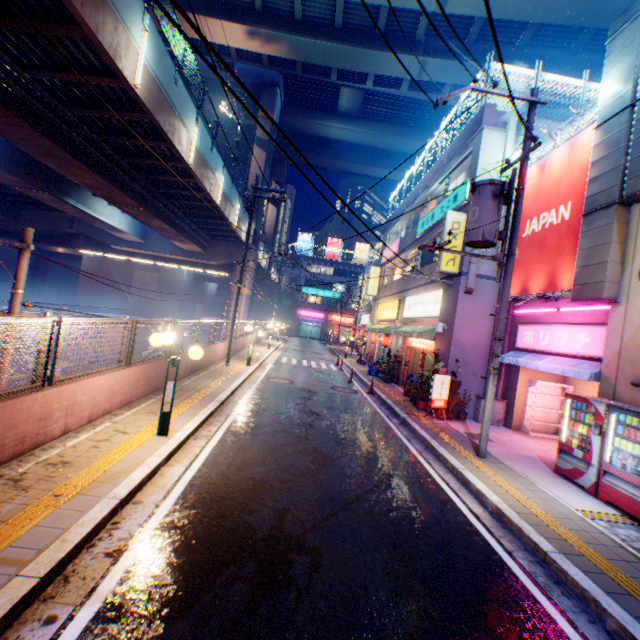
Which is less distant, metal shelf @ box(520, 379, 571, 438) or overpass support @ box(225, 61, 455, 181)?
metal shelf @ box(520, 379, 571, 438)

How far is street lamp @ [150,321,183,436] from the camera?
6.5 meters

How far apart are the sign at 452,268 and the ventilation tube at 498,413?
4.9 meters

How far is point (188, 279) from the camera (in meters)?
41.03

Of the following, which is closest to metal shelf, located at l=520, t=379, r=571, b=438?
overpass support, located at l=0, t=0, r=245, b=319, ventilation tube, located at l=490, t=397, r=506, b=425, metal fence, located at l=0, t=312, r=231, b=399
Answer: ventilation tube, located at l=490, t=397, r=506, b=425

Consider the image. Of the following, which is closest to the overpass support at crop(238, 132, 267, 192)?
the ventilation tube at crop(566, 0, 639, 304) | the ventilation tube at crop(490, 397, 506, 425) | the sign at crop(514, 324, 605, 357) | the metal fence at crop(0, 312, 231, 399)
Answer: the metal fence at crop(0, 312, 231, 399)

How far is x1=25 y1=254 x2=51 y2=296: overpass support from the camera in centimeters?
4275cm

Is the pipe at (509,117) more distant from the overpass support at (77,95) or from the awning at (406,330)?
the overpass support at (77,95)
